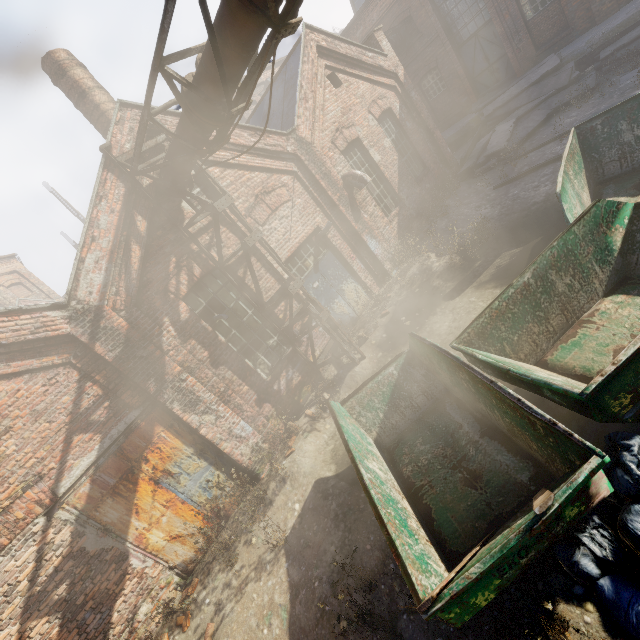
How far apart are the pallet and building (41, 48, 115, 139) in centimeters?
1053cm

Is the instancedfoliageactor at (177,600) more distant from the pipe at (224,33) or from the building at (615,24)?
the building at (615,24)

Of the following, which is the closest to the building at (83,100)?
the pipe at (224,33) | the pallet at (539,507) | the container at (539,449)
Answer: the pipe at (224,33)

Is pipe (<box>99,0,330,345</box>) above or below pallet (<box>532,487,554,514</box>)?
above

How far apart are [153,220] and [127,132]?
1.8 meters

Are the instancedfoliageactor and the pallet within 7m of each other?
yes

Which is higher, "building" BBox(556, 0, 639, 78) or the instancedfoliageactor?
"building" BBox(556, 0, 639, 78)

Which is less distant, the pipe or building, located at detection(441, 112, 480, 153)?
the pipe
